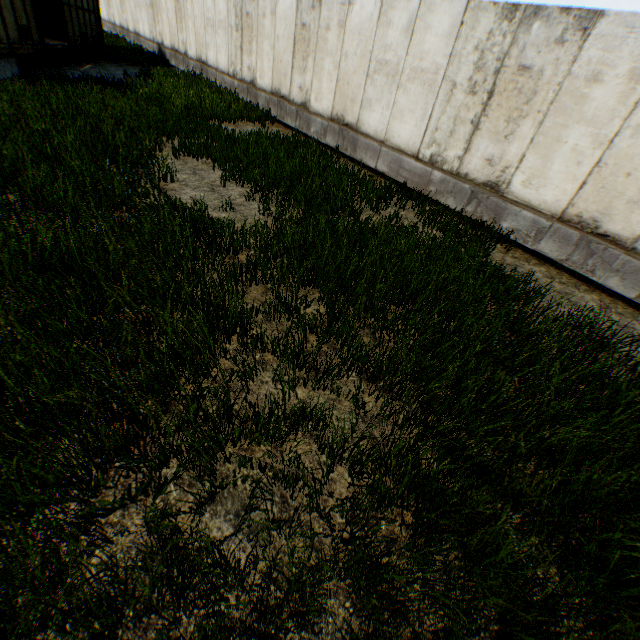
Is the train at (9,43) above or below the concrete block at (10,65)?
above

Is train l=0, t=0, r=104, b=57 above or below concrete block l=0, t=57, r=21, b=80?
above

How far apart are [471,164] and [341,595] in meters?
8.1 m
